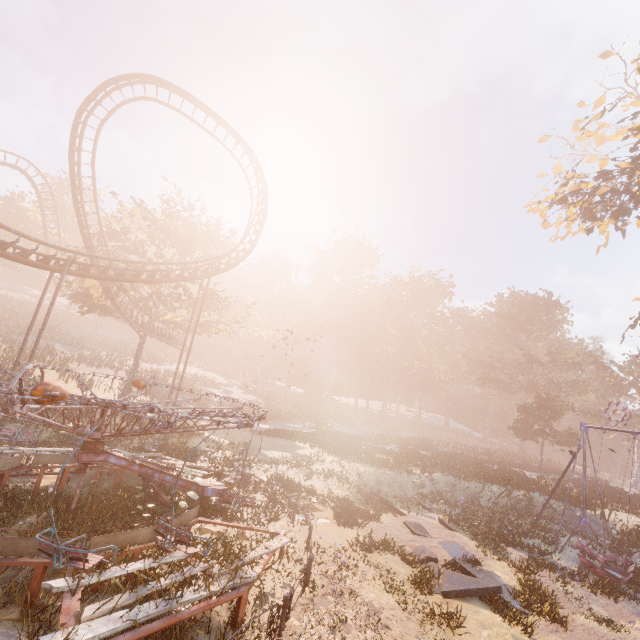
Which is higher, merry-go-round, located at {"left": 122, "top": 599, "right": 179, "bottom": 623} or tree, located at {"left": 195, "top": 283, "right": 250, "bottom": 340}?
tree, located at {"left": 195, "top": 283, "right": 250, "bottom": 340}

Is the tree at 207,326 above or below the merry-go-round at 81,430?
above

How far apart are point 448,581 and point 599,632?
4.24m

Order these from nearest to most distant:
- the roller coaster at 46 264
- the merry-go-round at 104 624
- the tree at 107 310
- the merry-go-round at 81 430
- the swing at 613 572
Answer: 1. the merry-go-round at 104 624
2. the merry-go-round at 81 430
3. the swing at 613 572
4. the roller coaster at 46 264
5. the tree at 107 310

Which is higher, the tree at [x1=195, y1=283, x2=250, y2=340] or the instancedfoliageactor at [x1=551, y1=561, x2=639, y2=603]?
the tree at [x1=195, y1=283, x2=250, y2=340]

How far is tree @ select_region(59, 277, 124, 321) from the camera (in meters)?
26.56

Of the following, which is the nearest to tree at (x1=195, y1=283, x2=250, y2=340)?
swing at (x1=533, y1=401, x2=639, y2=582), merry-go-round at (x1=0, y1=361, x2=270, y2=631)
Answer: merry-go-round at (x1=0, y1=361, x2=270, y2=631)

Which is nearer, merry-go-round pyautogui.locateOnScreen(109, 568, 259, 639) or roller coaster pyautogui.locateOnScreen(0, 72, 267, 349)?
merry-go-round pyautogui.locateOnScreen(109, 568, 259, 639)
